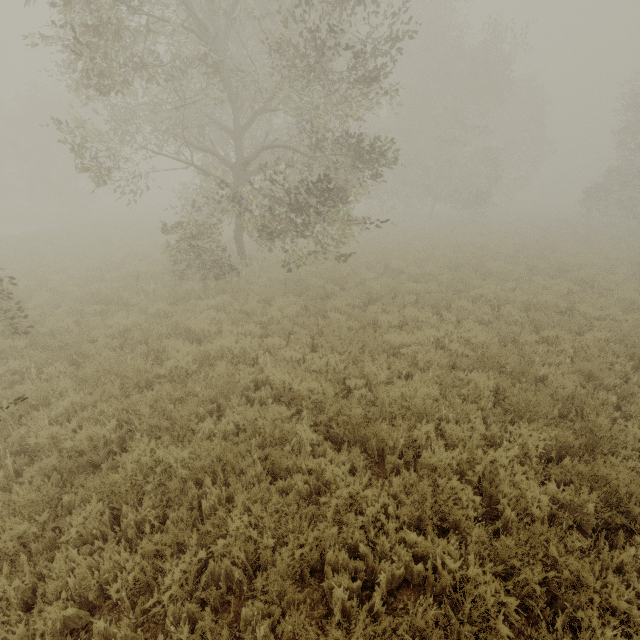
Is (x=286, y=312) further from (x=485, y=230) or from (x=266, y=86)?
(x=485, y=230)

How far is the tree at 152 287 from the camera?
10.6m

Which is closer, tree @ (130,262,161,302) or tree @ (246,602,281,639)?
tree @ (246,602,281,639)

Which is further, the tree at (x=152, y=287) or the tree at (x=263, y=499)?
the tree at (x=152, y=287)

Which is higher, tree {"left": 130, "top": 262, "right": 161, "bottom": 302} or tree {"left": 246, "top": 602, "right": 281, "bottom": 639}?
tree {"left": 130, "top": 262, "right": 161, "bottom": 302}

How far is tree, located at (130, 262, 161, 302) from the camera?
10.6m
